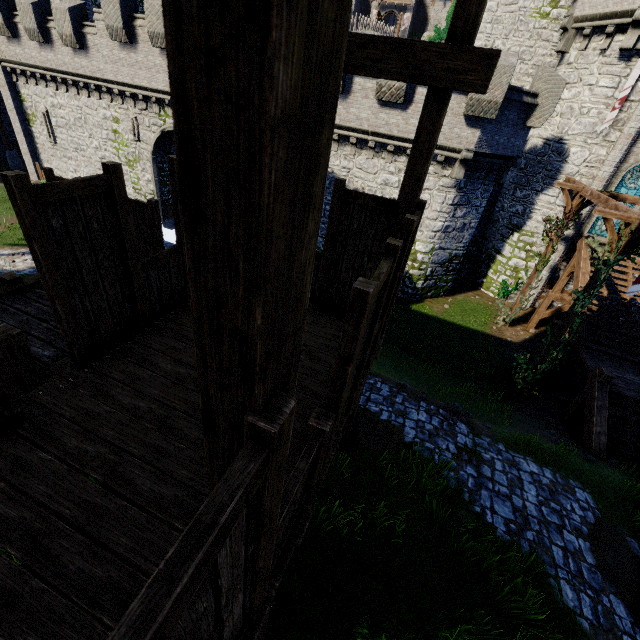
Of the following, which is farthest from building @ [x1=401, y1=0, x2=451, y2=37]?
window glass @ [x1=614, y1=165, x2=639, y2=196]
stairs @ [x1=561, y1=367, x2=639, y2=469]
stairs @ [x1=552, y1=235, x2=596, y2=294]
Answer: stairs @ [x1=561, y1=367, x2=639, y2=469]

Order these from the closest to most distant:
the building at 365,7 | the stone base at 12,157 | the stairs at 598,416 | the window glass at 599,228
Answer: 1. the stairs at 598,416
2. the window glass at 599,228
3. the stone base at 12,157
4. the building at 365,7

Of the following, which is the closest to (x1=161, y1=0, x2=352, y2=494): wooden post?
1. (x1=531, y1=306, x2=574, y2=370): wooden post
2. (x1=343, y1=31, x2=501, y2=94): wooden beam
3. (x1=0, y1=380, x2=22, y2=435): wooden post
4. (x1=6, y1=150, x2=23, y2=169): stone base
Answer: (x1=0, y1=380, x2=22, y2=435): wooden post

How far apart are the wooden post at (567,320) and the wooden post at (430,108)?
9.95m

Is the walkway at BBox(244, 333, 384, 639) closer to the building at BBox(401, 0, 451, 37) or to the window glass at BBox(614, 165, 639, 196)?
the window glass at BBox(614, 165, 639, 196)

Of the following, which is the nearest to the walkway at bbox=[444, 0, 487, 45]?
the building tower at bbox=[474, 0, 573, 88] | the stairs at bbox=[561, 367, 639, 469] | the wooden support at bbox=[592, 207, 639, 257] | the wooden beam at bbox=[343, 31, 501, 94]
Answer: the wooden beam at bbox=[343, 31, 501, 94]

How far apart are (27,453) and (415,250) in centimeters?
1817cm

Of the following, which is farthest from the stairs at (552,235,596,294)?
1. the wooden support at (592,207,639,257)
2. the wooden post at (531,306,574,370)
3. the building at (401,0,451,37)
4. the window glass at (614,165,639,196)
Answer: the building at (401,0,451,37)
